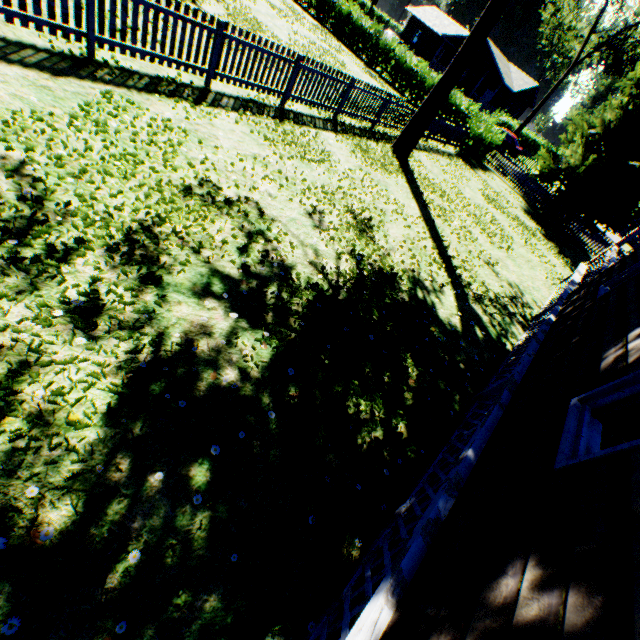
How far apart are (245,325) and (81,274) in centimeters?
185cm

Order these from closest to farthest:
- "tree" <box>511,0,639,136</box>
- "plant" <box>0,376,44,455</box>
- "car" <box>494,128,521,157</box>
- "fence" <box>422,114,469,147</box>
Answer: "plant" <box>0,376,44,455</box> → "fence" <box>422,114,469,147</box> → "tree" <box>511,0,639,136</box> → "car" <box>494,128,521,157</box>

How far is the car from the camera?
30.55m

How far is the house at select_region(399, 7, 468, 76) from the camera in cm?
4314

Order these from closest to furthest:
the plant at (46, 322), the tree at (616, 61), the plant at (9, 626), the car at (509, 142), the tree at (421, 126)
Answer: the plant at (9, 626), the plant at (46, 322), the tree at (421, 126), the tree at (616, 61), the car at (509, 142)

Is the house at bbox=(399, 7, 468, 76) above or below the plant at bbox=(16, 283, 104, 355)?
above

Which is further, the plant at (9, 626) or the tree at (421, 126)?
the tree at (421, 126)

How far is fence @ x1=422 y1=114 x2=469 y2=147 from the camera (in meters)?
16.09
